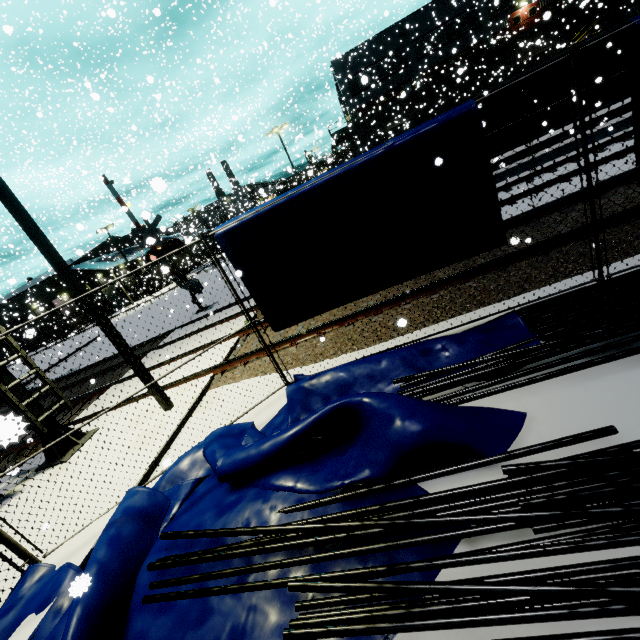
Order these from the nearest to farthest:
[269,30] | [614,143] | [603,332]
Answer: [603,332]
[614,143]
[269,30]

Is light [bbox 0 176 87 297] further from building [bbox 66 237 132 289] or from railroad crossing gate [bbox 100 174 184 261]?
railroad crossing gate [bbox 100 174 184 261]

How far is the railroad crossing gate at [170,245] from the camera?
14.8 meters

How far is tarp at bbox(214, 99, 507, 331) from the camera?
4.2m

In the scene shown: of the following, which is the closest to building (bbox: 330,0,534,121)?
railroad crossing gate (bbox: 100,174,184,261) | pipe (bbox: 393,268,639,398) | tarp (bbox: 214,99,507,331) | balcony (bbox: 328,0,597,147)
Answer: balcony (bbox: 328,0,597,147)

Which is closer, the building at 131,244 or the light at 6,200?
the light at 6,200

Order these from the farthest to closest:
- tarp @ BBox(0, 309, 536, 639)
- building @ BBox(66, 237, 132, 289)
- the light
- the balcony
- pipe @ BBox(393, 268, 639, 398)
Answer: building @ BBox(66, 237, 132, 289), the balcony, the light, pipe @ BBox(393, 268, 639, 398), tarp @ BBox(0, 309, 536, 639)

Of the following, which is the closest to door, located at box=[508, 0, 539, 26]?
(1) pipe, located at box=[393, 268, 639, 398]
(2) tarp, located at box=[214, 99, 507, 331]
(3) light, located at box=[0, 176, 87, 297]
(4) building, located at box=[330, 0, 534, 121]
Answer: (4) building, located at box=[330, 0, 534, 121]
